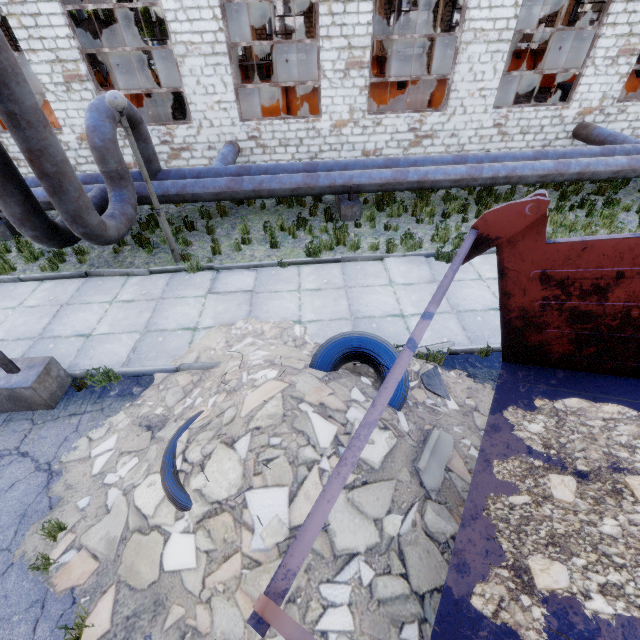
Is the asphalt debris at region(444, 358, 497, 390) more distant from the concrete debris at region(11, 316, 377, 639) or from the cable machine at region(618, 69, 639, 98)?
the cable machine at region(618, 69, 639, 98)

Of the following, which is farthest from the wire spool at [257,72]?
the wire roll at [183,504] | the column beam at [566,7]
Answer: the column beam at [566,7]

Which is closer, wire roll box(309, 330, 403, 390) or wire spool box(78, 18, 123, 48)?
wire roll box(309, 330, 403, 390)

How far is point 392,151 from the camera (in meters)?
12.20

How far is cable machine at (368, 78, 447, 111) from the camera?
13.39m

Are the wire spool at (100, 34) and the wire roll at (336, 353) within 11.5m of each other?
no

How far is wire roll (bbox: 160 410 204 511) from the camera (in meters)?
3.23
